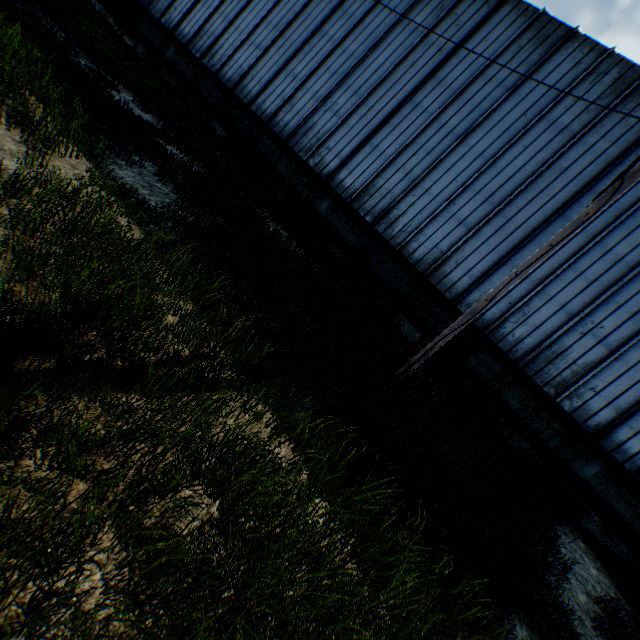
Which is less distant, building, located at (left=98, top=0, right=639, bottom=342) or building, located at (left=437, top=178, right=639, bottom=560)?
A: building, located at (left=437, top=178, right=639, bottom=560)

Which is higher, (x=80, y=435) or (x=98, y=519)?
(x=98, y=519)

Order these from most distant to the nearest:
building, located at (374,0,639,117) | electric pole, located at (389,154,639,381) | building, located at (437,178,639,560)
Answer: building, located at (374,0,639,117)
building, located at (437,178,639,560)
electric pole, located at (389,154,639,381)

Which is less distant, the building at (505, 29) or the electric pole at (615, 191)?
the electric pole at (615, 191)

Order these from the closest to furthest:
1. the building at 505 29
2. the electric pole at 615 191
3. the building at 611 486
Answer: the electric pole at 615 191 → the building at 611 486 → the building at 505 29

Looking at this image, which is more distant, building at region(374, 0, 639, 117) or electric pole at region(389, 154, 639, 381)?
building at region(374, 0, 639, 117)

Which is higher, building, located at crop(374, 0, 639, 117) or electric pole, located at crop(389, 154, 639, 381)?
building, located at crop(374, 0, 639, 117)
